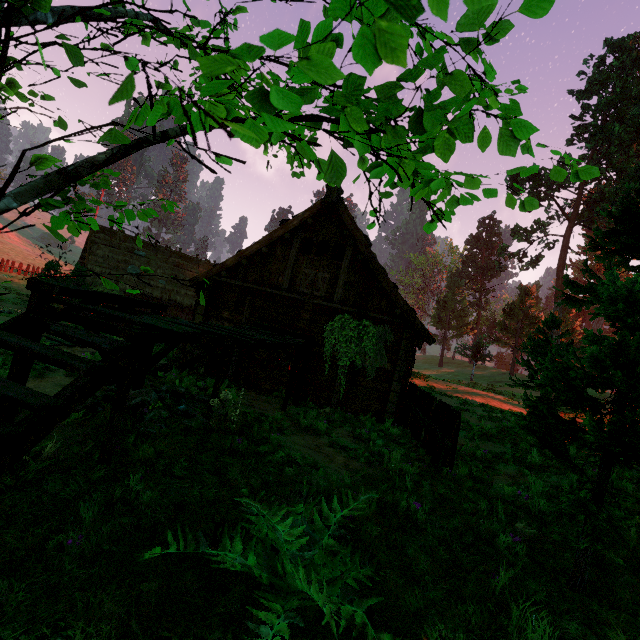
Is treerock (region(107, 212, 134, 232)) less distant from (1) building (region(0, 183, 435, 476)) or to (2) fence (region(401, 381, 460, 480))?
(1) building (region(0, 183, 435, 476))

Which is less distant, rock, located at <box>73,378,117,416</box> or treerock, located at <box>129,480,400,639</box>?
treerock, located at <box>129,480,400,639</box>

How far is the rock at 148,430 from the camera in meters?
4.7 m

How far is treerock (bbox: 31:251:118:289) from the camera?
1.87m

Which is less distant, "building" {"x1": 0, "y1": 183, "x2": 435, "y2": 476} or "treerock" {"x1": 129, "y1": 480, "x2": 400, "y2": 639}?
"treerock" {"x1": 129, "y1": 480, "x2": 400, "y2": 639}

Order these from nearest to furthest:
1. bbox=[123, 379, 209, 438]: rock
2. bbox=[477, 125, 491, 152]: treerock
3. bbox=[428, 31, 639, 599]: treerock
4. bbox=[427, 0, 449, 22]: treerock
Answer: bbox=[427, 0, 449, 22]: treerock
bbox=[477, 125, 491, 152]: treerock
bbox=[428, 31, 639, 599]: treerock
bbox=[123, 379, 209, 438]: rock

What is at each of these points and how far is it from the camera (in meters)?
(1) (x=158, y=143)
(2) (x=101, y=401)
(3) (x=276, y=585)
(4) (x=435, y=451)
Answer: (1) treerock, 1.59
(2) rock, 5.22
(3) treerock, 2.33
(4) fence, 6.99

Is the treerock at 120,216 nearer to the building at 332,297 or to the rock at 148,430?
the building at 332,297
